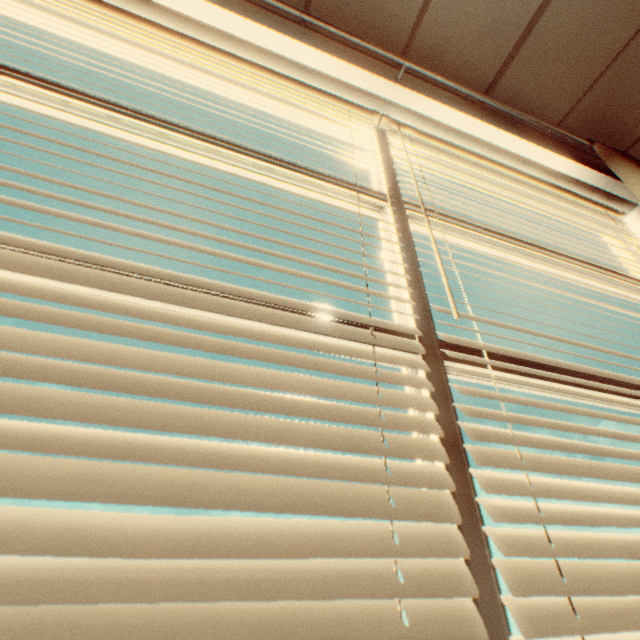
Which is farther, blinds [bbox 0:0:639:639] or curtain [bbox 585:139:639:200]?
curtain [bbox 585:139:639:200]

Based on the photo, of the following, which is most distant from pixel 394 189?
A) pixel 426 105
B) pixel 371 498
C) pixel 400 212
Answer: pixel 371 498

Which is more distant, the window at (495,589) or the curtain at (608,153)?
the curtain at (608,153)

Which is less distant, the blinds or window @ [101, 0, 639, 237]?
the blinds

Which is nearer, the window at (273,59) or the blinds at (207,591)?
the blinds at (207,591)

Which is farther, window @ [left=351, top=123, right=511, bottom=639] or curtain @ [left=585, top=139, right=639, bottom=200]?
curtain @ [left=585, top=139, right=639, bottom=200]

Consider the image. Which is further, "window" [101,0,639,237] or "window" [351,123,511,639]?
"window" [101,0,639,237]

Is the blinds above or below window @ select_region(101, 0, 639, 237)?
below
